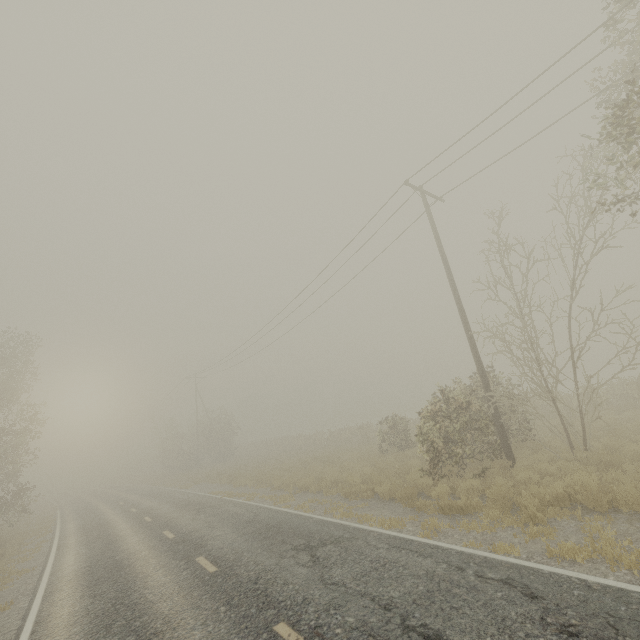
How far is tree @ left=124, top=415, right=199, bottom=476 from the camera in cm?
3872

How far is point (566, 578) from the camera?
4.9 meters

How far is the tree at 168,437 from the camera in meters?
38.7 m
